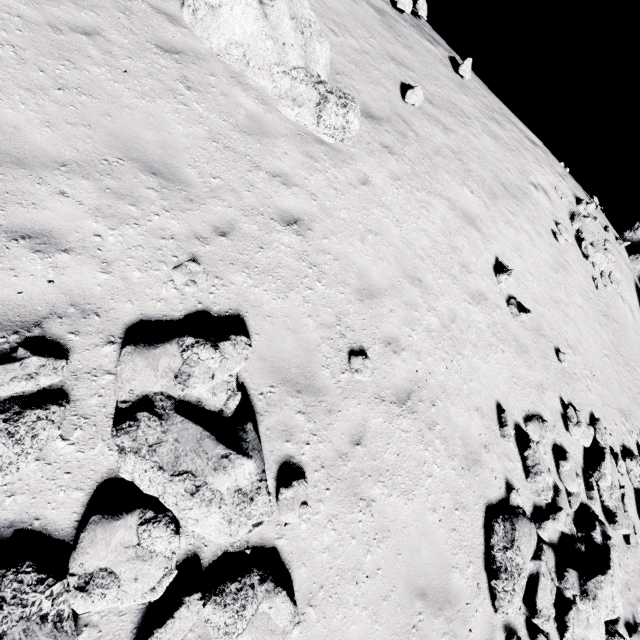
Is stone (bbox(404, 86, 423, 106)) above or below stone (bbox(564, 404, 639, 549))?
above

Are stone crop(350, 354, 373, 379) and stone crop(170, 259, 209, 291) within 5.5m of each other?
yes

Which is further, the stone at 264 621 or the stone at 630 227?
the stone at 630 227

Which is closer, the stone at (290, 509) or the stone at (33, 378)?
the stone at (33, 378)

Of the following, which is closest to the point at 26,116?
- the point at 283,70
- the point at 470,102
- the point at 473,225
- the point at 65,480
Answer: the point at 65,480

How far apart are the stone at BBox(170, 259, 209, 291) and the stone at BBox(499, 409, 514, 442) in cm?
735

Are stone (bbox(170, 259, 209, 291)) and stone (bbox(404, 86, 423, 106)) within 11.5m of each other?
yes

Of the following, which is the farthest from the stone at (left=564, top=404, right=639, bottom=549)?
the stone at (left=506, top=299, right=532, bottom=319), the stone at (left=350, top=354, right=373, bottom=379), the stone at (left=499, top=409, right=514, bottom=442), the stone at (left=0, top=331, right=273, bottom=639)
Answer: the stone at (left=0, top=331, right=273, bottom=639)
